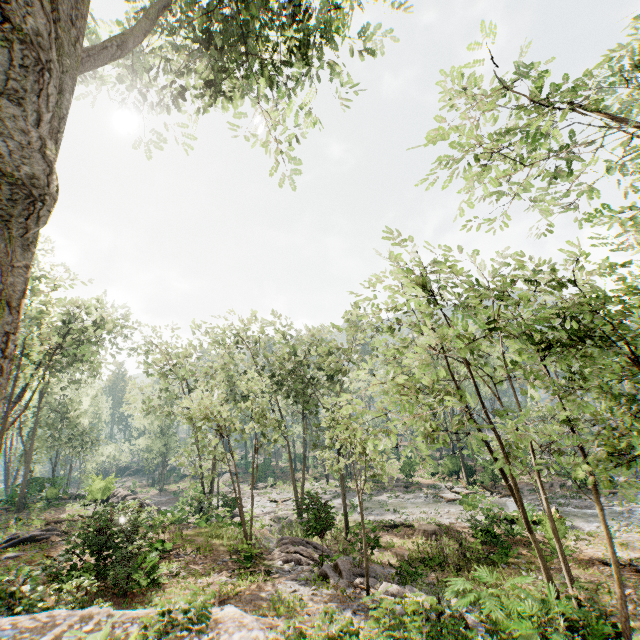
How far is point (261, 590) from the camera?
12.09m

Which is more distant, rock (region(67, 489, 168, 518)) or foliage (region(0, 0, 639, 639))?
rock (region(67, 489, 168, 518))

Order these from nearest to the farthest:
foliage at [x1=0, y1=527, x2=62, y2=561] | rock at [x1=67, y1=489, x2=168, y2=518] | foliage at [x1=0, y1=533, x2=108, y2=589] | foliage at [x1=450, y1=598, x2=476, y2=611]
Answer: foliage at [x1=450, y1=598, x2=476, y2=611], foliage at [x1=0, y1=533, x2=108, y2=589], rock at [x1=67, y1=489, x2=168, y2=518], foliage at [x1=0, y1=527, x2=62, y2=561]

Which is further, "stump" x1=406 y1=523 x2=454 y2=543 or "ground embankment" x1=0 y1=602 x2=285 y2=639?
"stump" x1=406 y1=523 x2=454 y2=543

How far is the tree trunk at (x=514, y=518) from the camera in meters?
19.8

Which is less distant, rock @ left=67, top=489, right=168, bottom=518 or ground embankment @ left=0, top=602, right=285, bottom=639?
ground embankment @ left=0, top=602, right=285, bottom=639

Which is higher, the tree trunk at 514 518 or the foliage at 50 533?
the foliage at 50 533

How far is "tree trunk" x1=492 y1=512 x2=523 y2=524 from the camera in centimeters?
1983cm
